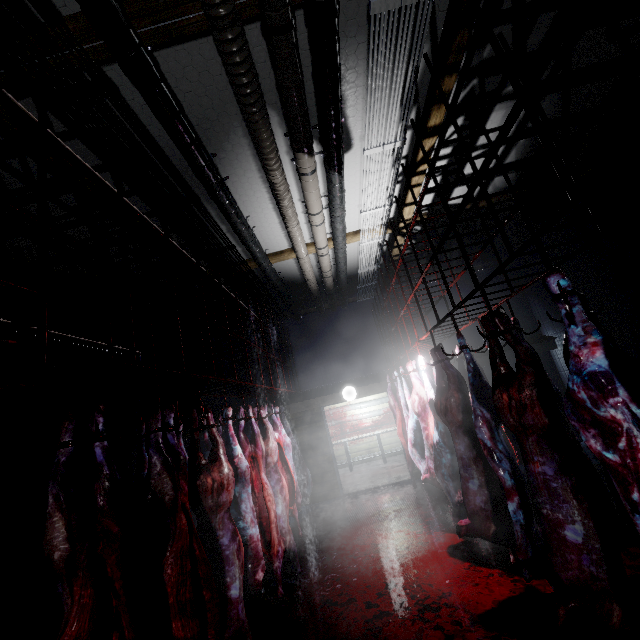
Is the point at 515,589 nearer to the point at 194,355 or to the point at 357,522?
the point at 357,522

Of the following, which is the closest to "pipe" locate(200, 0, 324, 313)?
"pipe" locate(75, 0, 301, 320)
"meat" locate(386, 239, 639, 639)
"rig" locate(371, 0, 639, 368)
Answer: "pipe" locate(75, 0, 301, 320)

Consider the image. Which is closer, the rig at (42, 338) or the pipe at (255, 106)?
the rig at (42, 338)

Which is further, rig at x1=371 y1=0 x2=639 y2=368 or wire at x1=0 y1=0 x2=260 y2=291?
wire at x1=0 y1=0 x2=260 y2=291

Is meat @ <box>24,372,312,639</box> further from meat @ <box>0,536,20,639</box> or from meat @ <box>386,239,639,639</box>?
meat @ <box>386,239,639,639</box>

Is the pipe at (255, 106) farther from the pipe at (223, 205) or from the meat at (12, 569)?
the meat at (12, 569)

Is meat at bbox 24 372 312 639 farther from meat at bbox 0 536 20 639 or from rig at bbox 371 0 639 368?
rig at bbox 371 0 639 368

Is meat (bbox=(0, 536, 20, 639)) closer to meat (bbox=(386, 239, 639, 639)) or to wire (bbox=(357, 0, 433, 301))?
meat (bbox=(386, 239, 639, 639))
